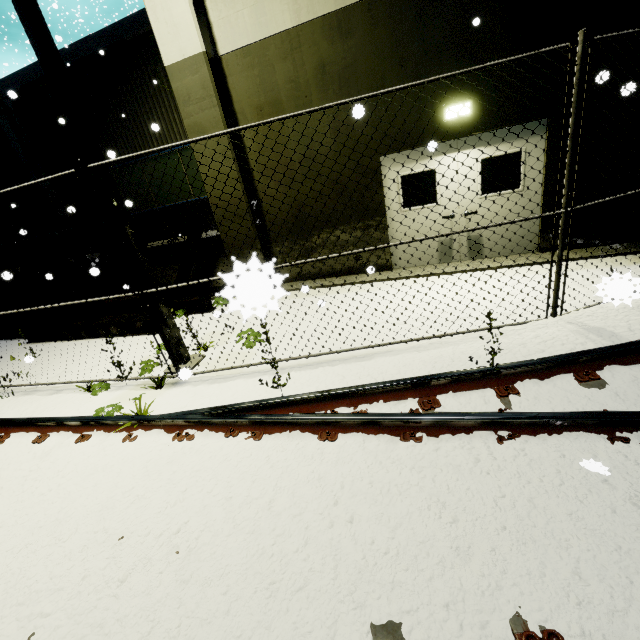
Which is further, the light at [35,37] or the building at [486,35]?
the building at [486,35]

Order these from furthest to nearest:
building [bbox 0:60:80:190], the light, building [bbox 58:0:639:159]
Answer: building [bbox 0:60:80:190] < building [bbox 58:0:639:159] < the light

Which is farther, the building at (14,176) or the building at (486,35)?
the building at (14,176)

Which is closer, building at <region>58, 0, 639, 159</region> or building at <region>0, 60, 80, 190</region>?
building at <region>58, 0, 639, 159</region>

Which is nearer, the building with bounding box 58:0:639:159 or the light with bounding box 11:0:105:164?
the light with bounding box 11:0:105:164

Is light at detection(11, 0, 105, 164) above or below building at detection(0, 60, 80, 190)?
below

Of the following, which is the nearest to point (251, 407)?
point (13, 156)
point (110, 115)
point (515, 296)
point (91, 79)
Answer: point (515, 296)
